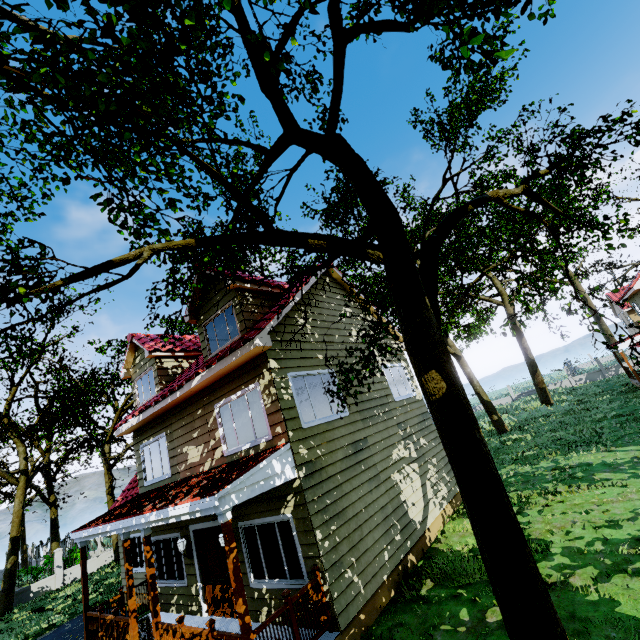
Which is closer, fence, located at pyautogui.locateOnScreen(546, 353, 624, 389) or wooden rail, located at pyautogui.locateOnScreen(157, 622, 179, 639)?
wooden rail, located at pyautogui.locateOnScreen(157, 622, 179, 639)

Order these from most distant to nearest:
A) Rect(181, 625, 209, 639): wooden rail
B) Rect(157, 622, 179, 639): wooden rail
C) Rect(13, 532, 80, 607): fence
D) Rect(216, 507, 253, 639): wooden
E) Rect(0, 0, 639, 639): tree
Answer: Rect(13, 532, 80, 607): fence < Rect(157, 622, 179, 639): wooden rail < Rect(181, 625, 209, 639): wooden rail < Rect(216, 507, 253, 639): wooden < Rect(0, 0, 639, 639): tree

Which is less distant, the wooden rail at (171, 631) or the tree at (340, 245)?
the tree at (340, 245)

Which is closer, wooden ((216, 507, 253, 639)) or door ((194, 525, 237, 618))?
wooden ((216, 507, 253, 639))

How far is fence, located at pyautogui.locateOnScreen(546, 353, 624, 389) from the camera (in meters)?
35.38

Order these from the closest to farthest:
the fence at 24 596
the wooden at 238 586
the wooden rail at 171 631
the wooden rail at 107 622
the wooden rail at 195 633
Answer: the wooden at 238 586 → the wooden rail at 195 633 → the wooden rail at 171 631 → the wooden rail at 107 622 → the fence at 24 596

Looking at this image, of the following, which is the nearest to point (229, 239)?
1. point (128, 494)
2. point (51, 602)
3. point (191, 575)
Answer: point (191, 575)

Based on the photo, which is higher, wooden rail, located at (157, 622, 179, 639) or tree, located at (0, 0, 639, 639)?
tree, located at (0, 0, 639, 639)
